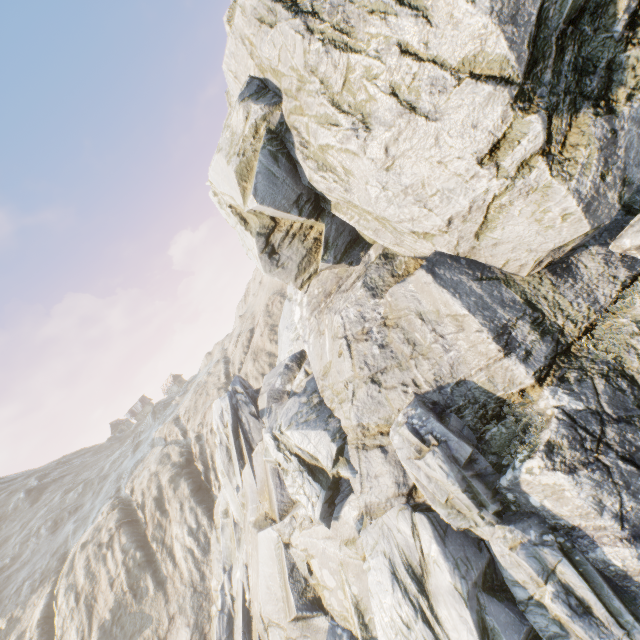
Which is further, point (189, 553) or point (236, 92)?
point (189, 553)
